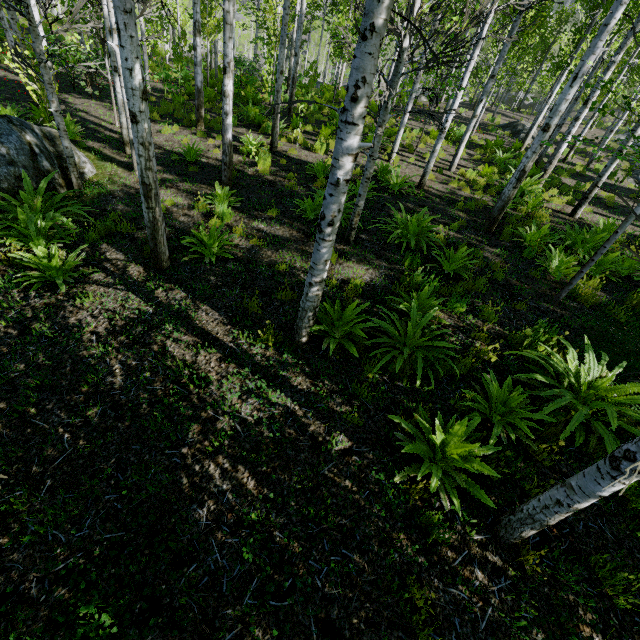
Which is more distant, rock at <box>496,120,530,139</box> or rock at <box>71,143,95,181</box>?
rock at <box>496,120,530,139</box>

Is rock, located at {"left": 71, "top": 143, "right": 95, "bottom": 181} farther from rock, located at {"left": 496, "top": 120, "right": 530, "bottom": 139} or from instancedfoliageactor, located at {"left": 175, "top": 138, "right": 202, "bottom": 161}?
rock, located at {"left": 496, "top": 120, "right": 530, "bottom": 139}

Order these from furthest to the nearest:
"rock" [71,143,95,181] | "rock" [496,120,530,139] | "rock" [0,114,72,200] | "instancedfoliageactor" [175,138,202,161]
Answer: "rock" [496,120,530,139] < "instancedfoliageactor" [175,138,202,161] < "rock" [71,143,95,181] < "rock" [0,114,72,200]

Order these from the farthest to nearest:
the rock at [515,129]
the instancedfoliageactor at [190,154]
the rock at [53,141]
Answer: the rock at [515,129]
the instancedfoliageactor at [190,154]
the rock at [53,141]

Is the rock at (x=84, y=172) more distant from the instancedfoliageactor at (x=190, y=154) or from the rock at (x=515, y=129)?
the rock at (x=515, y=129)

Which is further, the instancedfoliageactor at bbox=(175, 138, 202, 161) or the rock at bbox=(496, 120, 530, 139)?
the rock at bbox=(496, 120, 530, 139)

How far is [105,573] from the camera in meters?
2.6 m
